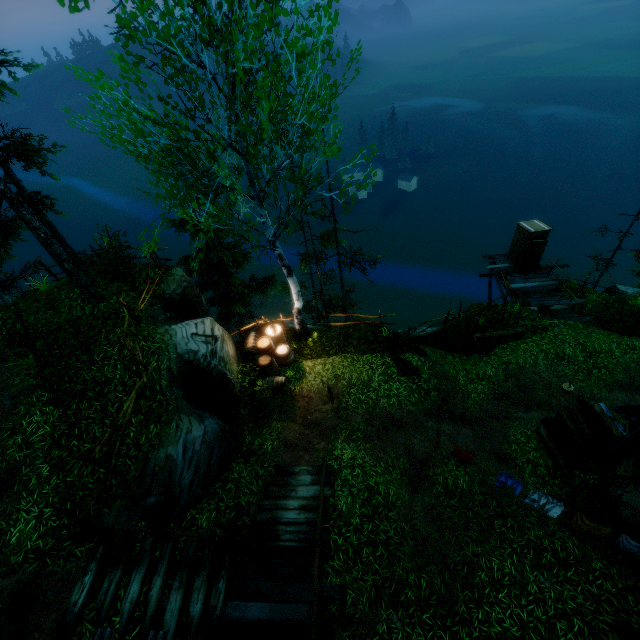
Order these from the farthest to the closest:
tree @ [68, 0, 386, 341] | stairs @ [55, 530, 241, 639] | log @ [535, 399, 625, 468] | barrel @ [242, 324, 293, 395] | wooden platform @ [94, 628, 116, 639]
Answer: barrel @ [242, 324, 293, 395] → log @ [535, 399, 625, 468] → tree @ [68, 0, 386, 341] → stairs @ [55, 530, 241, 639] → wooden platform @ [94, 628, 116, 639]

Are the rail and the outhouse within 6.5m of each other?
no

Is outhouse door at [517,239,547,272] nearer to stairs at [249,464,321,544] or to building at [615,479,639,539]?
building at [615,479,639,539]

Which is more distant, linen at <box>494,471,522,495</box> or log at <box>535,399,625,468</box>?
log at <box>535,399,625,468</box>

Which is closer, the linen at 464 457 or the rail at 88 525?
the rail at 88 525

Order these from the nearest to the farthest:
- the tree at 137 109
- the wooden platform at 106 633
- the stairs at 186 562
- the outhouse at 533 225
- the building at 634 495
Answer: the wooden platform at 106 633 → the stairs at 186 562 → the tree at 137 109 → the building at 634 495 → the outhouse at 533 225

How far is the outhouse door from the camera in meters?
17.3 m

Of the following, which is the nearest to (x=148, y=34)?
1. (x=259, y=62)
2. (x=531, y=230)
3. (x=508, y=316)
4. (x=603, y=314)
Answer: (x=259, y=62)
